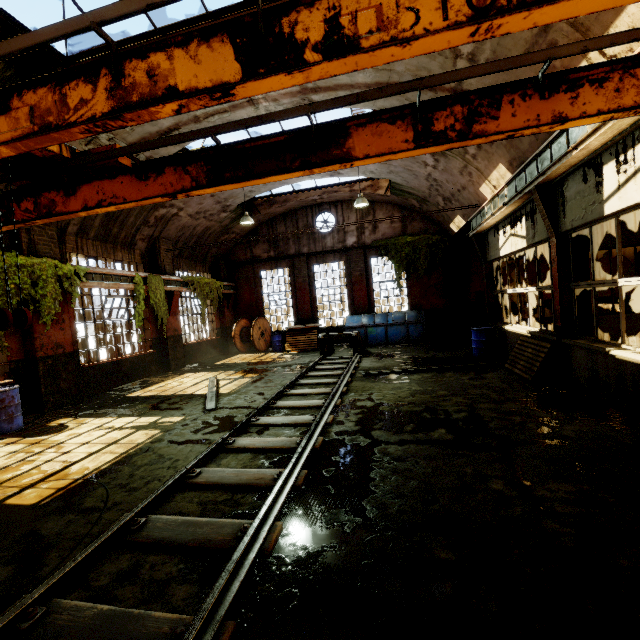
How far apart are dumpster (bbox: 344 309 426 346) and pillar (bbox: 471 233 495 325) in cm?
316

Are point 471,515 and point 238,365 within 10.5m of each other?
no

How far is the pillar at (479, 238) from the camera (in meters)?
11.41

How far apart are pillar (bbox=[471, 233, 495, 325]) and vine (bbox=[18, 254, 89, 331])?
12.61m

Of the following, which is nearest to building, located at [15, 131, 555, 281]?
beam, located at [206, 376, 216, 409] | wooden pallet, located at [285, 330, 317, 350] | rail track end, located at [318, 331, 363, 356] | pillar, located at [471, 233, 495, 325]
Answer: pillar, located at [471, 233, 495, 325]

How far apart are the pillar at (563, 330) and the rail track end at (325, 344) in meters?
6.8

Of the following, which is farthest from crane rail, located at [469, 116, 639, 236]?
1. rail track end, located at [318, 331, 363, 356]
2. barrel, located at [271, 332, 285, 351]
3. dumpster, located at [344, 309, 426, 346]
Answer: barrel, located at [271, 332, 285, 351]

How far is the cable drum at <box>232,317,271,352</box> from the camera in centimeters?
1678cm
